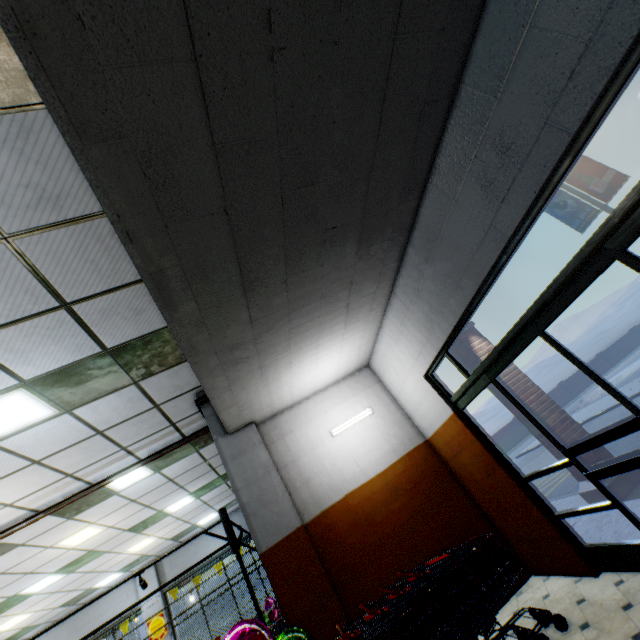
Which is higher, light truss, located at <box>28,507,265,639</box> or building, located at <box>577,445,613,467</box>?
light truss, located at <box>28,507,265,639</box>

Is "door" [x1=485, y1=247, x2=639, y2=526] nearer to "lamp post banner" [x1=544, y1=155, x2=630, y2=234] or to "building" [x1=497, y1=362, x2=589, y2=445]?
"building" [x1=497, y1=362, x2=589, y2=445]

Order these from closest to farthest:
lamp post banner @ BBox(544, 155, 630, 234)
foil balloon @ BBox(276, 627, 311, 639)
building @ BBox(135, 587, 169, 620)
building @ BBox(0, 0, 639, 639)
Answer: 1. building @ BBox(0, 0, 639, 639)
2. foil balloon @ BBox(276, 627, 311, 639)
3. lamp post banner @ BBox(544, 155, 630, 234)
4. building @ BBox(135, 587, 169, 620)

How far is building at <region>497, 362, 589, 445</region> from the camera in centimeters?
554cm

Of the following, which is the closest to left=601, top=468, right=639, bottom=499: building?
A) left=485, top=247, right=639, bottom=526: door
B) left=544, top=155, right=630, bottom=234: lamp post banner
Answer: left=485, top=247, right=639, bottom=526: door

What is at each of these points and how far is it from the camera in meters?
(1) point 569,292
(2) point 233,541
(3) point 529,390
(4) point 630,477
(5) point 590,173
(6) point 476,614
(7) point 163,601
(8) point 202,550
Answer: (1) door, 2.8
(2) light truss, 6.2
(3) building, 6.0
(4) building, 5.0
(5) lamp post banner, 11.2
(6) shopping cart, 3.3
(7) building, 11.8
(8) building, 12.8

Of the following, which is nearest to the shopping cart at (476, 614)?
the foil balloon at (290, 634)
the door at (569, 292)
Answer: the foil balloon at (290, 634)

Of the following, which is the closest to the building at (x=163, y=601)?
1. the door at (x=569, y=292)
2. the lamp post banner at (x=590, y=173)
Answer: the door at (x=569, y=292)
